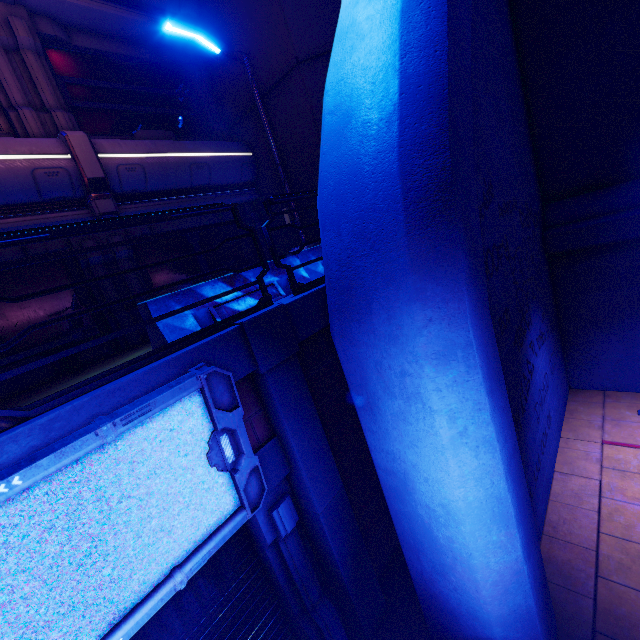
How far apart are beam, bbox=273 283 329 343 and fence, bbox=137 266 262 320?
0.3 meters

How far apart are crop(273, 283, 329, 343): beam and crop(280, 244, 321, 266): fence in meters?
0.3

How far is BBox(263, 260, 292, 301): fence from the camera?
4.7 meters

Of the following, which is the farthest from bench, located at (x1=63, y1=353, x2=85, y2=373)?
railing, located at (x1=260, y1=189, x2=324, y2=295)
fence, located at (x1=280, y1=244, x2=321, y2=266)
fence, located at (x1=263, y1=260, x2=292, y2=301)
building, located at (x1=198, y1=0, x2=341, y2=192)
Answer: building, located at (x1=198, y1=0, x2=341, y2=192)

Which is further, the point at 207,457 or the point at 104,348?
the point at 104,348

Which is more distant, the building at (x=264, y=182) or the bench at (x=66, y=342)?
the building at (x=264, y=182)

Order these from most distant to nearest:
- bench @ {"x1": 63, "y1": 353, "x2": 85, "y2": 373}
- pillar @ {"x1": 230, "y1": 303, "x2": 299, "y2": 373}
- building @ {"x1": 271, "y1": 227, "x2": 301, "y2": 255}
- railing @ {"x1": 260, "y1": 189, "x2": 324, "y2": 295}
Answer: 1. building @ {"x1": 271, "y1": 227, "x2": 301, "y2": 255}
2. bench @ {"x1": 63, "y1": 353, "x2": 85, "y2": 373}
3. railing @ {"x1": 260, "y1": 189, "x2": 324, "y2": 295}
4. pillar @ {"x1": 230, "y1": 303, "x2": 299, "y2": 373}

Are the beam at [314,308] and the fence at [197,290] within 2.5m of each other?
yes
